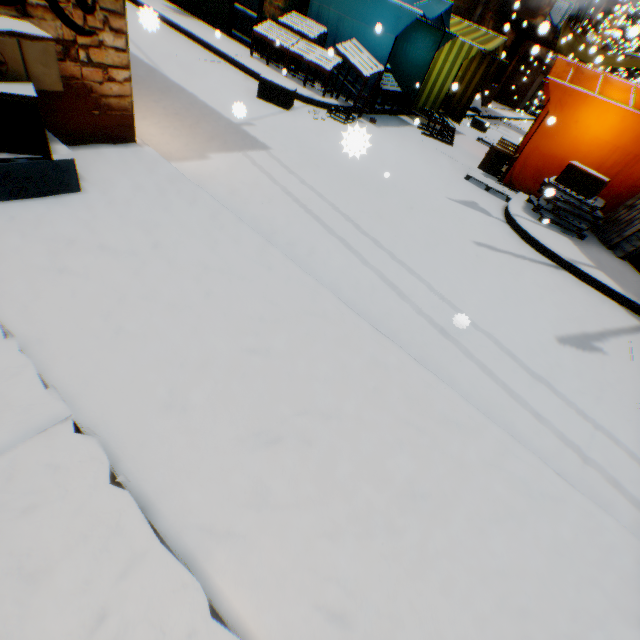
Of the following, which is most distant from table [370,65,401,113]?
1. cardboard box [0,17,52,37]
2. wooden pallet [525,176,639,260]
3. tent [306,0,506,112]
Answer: wooden pallet [525,176,639,260]

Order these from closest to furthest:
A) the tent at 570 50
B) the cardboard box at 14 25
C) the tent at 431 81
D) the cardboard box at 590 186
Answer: the cardboard box at 14 25 < the cardboard box at 590 186 < the tent at 431 81 < the tent at 570 50

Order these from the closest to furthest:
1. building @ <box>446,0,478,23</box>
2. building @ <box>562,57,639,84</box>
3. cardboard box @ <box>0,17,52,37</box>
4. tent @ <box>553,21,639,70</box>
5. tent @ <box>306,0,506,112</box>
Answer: cardboard box @ <box>0,17,52,37</box> → tent @ <box>306,0,506,112</box> → building @ <box>446,0,478,23</box> → tent @ <box>553,21,639,70</box> → building @ <box>562,57,639,84</box>

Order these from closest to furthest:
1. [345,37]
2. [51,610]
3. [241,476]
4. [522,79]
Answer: [51,610], [241,476], [345,37], [522,79]

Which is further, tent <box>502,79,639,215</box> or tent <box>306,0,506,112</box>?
tent <box>306,0,506,112</box>

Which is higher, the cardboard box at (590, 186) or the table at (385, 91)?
the cardboard box at (590, 186)

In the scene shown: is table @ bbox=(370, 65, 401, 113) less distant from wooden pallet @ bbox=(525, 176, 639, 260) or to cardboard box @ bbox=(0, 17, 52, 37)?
cardboard box @ bbox=(0, 17, 52, 37)

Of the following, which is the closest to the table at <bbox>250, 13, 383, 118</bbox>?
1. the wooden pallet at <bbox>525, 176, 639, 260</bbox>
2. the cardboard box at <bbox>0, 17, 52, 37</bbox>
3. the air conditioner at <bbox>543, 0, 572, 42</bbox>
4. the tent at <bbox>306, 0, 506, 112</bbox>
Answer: the tent at <bbox>306, 0, 506, 112</bbox>
